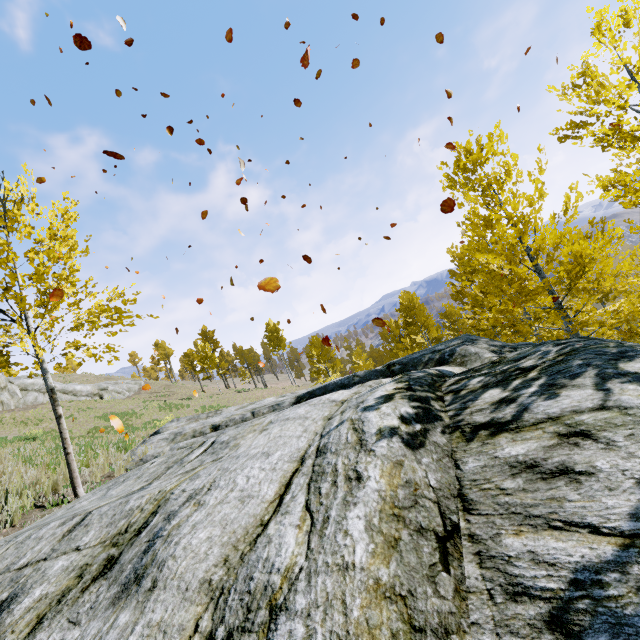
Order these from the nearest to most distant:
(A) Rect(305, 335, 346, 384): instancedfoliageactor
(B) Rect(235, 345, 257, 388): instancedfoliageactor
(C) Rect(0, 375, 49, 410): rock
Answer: (A) Rect(305, 335, 346, 384): instancedfoliageactor, (C) Rect(0, 375, 49, 410): rock, (B) Rect(235, 345, 257, 388): instancedfoliageactor

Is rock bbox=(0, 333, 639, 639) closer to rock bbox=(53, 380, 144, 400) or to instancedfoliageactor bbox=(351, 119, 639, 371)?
instancedfoliageactor bbox=(351, 119, 639, 371)

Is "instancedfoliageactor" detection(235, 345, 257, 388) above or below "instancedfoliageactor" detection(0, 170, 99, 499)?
above

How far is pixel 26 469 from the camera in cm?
684

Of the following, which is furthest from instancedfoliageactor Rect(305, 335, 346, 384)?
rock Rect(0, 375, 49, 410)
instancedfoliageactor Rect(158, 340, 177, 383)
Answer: instancedfoliageactor Rect(158, 340, 177, 383)

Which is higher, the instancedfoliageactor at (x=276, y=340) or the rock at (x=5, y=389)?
the rock at (x=5, y=389)

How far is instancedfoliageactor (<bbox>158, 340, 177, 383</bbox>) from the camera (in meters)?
58.08

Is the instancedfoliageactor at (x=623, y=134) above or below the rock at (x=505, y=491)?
above
